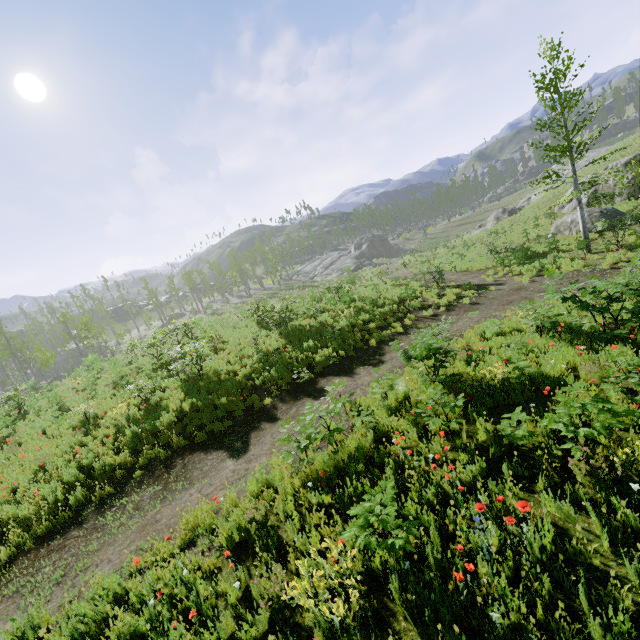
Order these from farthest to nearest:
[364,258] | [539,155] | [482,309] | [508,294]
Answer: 1. [364,258]
2. [539,155]
3. [508,294]
4. [482,309]

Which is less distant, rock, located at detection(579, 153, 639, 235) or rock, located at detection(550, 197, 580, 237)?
rock, located at detection(579, 153, 639, 235)

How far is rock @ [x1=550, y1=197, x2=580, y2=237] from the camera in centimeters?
2133cm

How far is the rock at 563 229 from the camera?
21.33m

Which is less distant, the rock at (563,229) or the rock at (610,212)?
the rock at (610,212)
